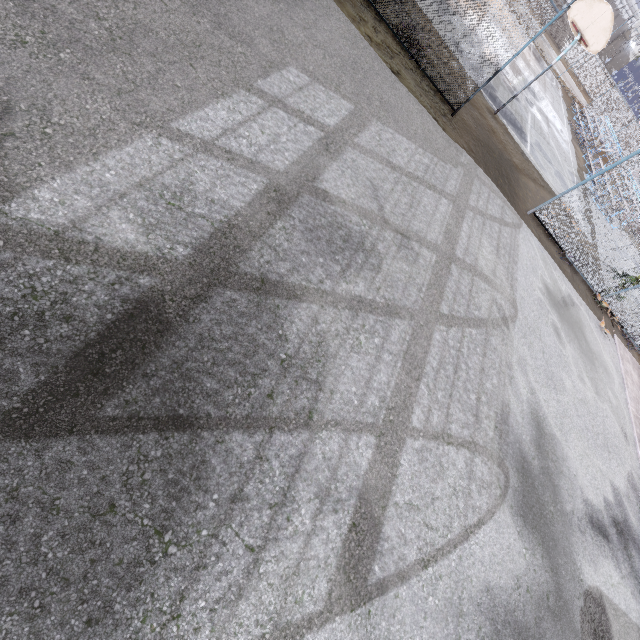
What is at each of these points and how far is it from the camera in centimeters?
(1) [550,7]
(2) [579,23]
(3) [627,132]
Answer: (1) fence, 730cm
(2) basketball hoop, 1074cm
(3) fence, 3122cm

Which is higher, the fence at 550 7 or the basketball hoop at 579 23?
the basketball hoop at 579 23

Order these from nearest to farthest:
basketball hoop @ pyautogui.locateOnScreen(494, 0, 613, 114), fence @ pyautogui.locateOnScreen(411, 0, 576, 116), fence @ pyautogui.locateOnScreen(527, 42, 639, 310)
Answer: fence @ pyautogui.locateOnScreen(411, 0, 576, 116), fence @ pyautogui.locateOnScreen(527, 42, 639, 310), basketball hoop @ pyautogui.locateOnScreen(494, 0, 613, 114)

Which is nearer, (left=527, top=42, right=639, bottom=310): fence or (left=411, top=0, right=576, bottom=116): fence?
(left=411, top=0, right=576, bottom=116): fence

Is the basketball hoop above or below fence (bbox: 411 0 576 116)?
above

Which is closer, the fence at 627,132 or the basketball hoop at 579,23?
the fence at 627,132

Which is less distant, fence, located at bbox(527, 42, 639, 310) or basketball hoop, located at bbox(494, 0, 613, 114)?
fence, located at bbox(527, 42, 639, 310)
